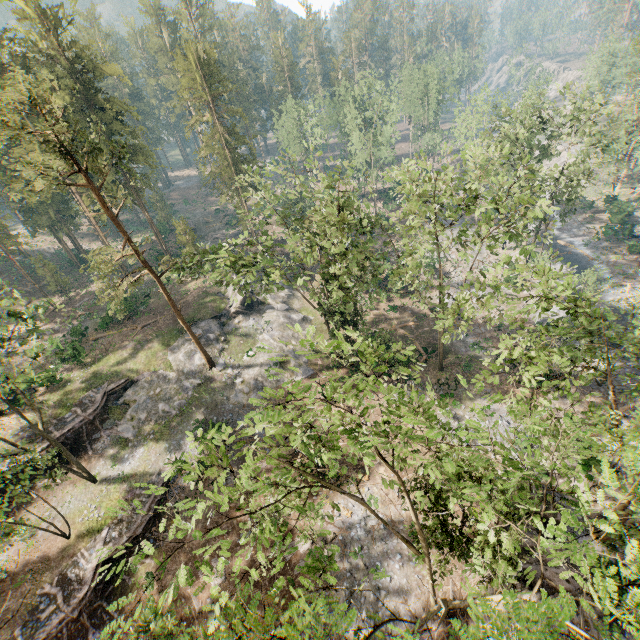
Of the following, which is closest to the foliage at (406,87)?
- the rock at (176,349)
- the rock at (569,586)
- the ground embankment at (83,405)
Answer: the rock at (176,349)

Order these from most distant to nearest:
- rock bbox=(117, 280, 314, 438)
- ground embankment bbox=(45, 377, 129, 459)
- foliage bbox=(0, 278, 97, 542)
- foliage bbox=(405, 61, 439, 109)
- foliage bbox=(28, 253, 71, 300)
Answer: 1. foliage bbox=(405, 61, 439, 109)
2. foliage bbox=(28, 253, 71, 300)
3. rock bbox=(117, 280, 314, 438)
4. ground embankment bbox=(45, 377, 129, 459)
5. foliage bbox=(0, 278, 97, 542)

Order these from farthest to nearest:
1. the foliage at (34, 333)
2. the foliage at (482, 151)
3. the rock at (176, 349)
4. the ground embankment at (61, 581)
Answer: the rock at (176, 349) < the ground embankment at (61, 581) < the foliage at (34, 333) < the foliage at (482, 151)

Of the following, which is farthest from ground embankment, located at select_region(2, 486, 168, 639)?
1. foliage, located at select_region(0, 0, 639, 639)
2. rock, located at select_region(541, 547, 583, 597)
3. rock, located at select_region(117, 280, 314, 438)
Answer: A: rock, located at select_region(541, 547, 583, 597)

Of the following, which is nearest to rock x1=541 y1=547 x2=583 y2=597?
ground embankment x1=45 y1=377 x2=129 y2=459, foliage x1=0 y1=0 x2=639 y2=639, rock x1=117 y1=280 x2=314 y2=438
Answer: foliage x1=0 y1=0 x2=639 y2=639

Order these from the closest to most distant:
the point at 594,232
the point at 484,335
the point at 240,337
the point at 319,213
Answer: the point at 319,213 < the point at 484,335 < the point at 240,337 < the point at 594,232

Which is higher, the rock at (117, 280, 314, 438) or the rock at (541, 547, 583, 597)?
the rock at (117, 280, 314, 438)

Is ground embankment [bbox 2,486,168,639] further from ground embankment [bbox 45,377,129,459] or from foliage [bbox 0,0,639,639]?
ground embankment [bbox 45,377,129,459]
